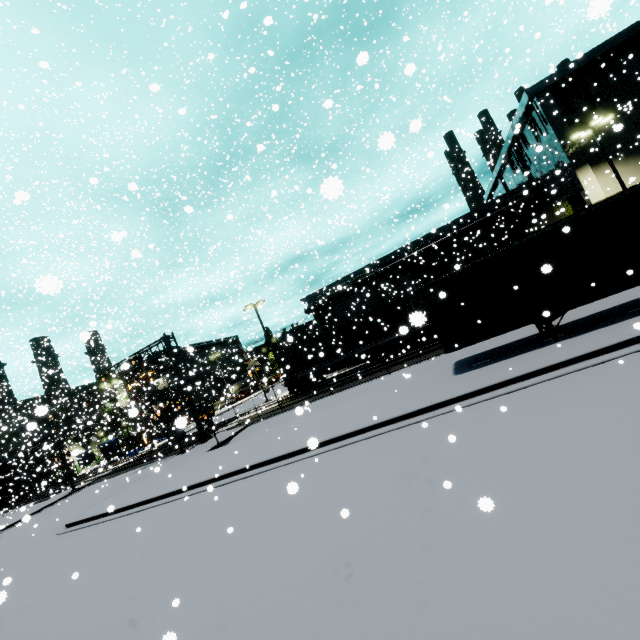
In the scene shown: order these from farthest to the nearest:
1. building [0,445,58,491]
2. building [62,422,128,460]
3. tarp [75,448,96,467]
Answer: building [0,445,58,491] → tarp [75,448,96,467] → building [62,422,128,460]

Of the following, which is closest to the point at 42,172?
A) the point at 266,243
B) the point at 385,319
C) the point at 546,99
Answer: the point at 266,243

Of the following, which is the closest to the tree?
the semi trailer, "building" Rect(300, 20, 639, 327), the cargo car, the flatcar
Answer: "building" Rect(300, 20, 639, 327)

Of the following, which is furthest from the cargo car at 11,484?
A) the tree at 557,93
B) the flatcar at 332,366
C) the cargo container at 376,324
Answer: the tree at 557,93

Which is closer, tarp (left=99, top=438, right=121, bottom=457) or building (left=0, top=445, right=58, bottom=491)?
building (left=0, top=445, right=58, bottom=491)

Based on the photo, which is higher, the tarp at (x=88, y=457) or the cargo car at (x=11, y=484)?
the cargo car at (x=11, y=484)

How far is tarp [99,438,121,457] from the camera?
43.06m

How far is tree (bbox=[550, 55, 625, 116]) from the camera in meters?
24.8 m
